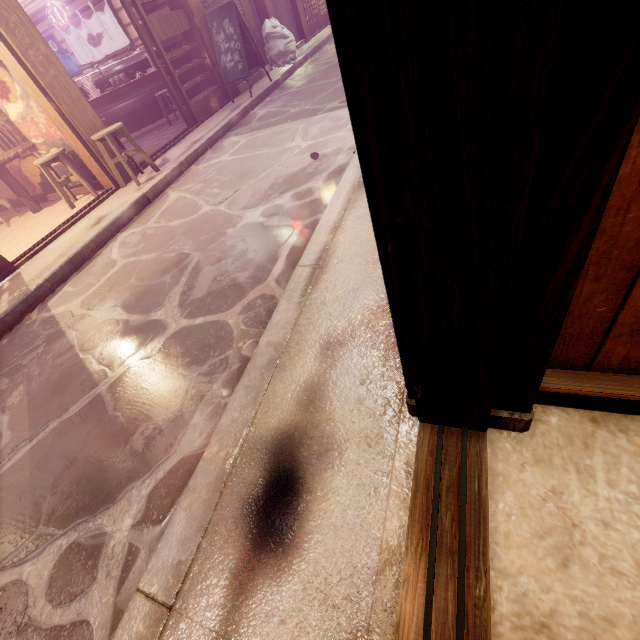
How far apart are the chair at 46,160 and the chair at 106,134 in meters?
0.8 m

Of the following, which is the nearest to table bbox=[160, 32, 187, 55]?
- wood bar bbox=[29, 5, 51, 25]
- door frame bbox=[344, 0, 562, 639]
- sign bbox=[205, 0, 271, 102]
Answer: wood bar bbox=[29, 5, 51, 25]

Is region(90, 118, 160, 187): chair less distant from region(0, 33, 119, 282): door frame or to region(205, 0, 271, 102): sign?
region(0, 33, 119, 282): door frame

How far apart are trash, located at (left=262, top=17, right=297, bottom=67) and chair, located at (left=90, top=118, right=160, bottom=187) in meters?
10.3

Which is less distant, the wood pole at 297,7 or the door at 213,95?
the door at 213,95

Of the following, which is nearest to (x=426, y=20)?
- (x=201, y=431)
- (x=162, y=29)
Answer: (x=201, y=431)

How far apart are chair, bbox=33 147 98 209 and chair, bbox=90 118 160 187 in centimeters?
76cm

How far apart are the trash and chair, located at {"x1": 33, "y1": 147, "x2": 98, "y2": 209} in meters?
11.0
